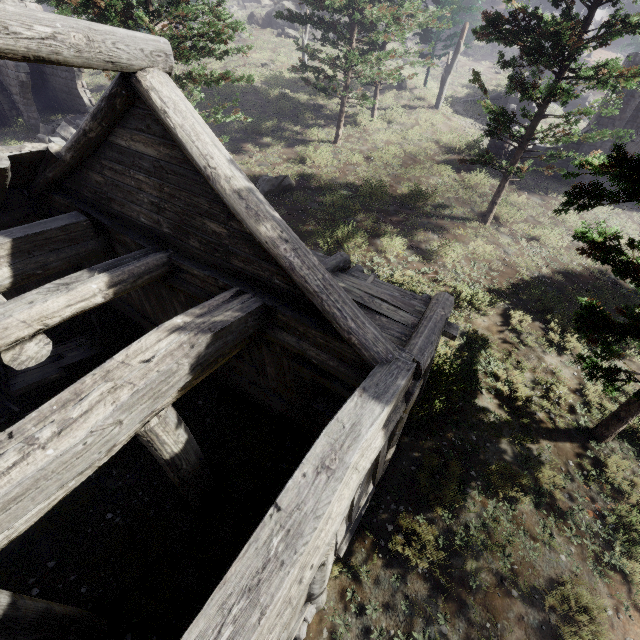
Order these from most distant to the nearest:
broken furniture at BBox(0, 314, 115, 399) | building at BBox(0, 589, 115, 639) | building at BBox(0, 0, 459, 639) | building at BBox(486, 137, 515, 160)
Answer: building at BBox(486, 137, 515, 160)
broken furniture at BBox(0, 314, 115, 399)
building at BBox(0, 589, 115, 639)
building at BBox(0, 0, 459, 639)

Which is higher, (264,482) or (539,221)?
(539,221)

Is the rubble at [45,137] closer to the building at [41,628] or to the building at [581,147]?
the building at [41,628]

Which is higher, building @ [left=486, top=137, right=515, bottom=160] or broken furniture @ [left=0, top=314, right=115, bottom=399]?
building @ [left=486, top=137, right=515, bottom=160]

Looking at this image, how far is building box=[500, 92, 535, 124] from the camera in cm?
2369

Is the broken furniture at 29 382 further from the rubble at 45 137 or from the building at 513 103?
the building at 513 103

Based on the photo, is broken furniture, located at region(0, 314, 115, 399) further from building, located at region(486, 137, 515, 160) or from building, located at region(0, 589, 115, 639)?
building, located at region(486, 137, 515, 160)

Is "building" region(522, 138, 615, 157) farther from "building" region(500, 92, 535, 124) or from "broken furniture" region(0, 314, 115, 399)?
"broken furniture" region(0, 314, 115, 399)
